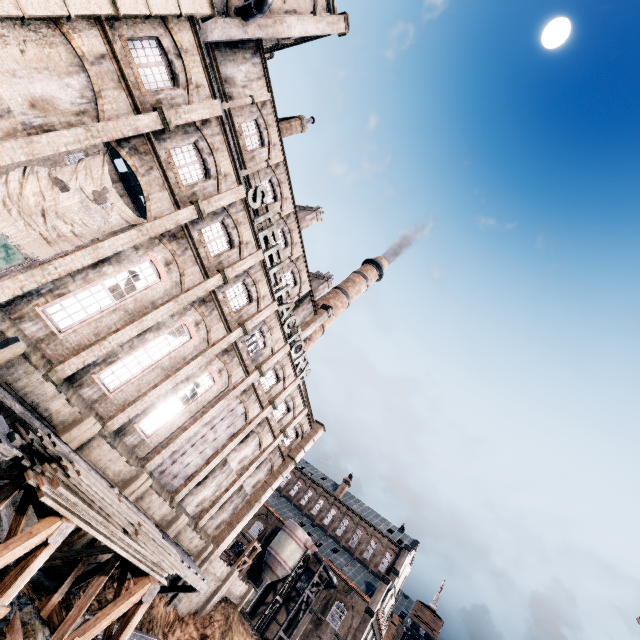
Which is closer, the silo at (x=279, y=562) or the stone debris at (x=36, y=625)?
the stone debris at (x=36, y=625)

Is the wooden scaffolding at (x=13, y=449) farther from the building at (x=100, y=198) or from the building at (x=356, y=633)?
the building at (x=356, y=633)

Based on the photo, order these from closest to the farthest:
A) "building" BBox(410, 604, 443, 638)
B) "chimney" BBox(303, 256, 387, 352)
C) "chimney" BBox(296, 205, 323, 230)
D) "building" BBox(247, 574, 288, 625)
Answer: "chimney" BBox(296, 205, 323, 230)
"chimney" BBox(303, 256, 387, 352)
"building" BBox(247, 574, 288, 625)
"building" BBox(410, 604, 443, 638)

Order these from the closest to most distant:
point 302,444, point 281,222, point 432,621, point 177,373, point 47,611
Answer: point 47,611, point 177,373, point 281,222, point 302,444, point 432,621

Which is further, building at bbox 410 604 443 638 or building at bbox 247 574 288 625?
building at bbox 410 604 443 638

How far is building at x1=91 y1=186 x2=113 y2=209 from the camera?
30.5 meters

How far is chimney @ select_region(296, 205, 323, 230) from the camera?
36.0 meters

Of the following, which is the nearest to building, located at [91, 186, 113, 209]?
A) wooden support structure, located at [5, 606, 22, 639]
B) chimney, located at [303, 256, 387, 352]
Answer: chimney, located at [303, 256, 387, 352]
